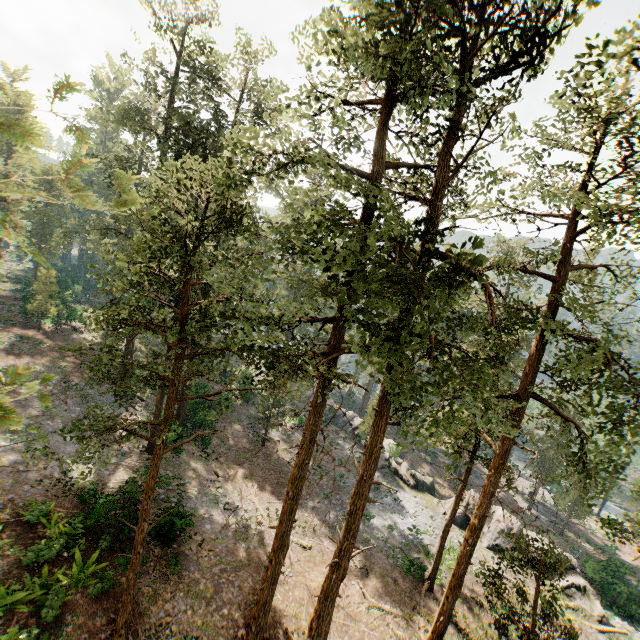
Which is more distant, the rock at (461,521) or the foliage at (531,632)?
the rock at (461,521)

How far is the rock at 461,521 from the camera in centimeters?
2899cm

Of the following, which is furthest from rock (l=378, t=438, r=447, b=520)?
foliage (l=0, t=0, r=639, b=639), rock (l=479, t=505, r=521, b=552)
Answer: foliage (l=0, t=0, r=639, b=639)

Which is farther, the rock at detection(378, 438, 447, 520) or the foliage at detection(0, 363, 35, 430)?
the rock at detection(378, 438, 447, 520)

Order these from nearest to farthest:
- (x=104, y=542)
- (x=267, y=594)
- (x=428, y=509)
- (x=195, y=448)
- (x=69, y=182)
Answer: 1. (x=69, y=182)
2. (x=267, y=594)
3. (x=104, y=542)
4. (x=195, y=448)
5. (x=428, y=509)

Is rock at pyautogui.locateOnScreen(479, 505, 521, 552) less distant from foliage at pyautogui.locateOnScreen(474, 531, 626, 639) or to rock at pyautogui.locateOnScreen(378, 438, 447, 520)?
rock at pyautogui.locateOnScreen(378, 438, 447, 520)

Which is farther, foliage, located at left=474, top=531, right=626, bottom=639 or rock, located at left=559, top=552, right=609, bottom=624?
rock, located at left=559, top=552, right=609, bottom=624

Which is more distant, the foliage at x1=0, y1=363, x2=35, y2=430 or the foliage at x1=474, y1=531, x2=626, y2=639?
the foliage at x1=474, y1=531, x2=626, y2=639
